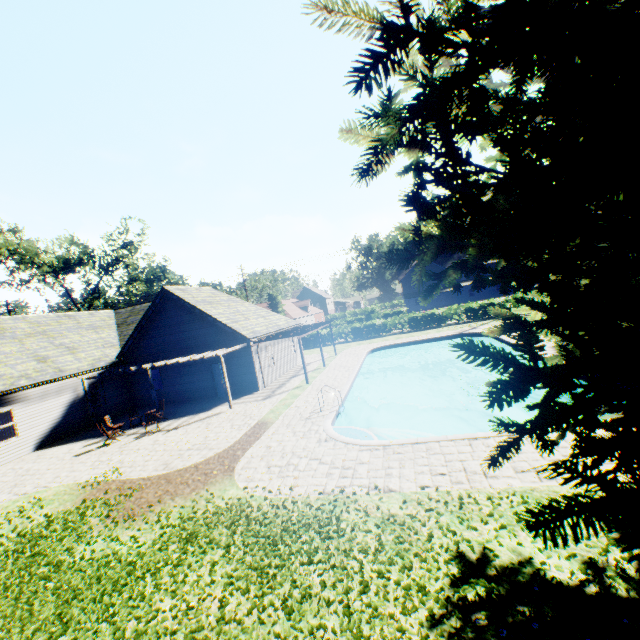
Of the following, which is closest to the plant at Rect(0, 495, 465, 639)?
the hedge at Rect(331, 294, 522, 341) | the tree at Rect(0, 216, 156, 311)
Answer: the tree at Rect(0, 216, 156, 311)

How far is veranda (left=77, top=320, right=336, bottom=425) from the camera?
17.51m

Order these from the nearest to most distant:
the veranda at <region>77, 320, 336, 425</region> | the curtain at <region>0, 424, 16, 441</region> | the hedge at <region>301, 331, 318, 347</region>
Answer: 1. the curtain at <region>0, 424, 16, 441</region>
2. the veranda at <region>77, 320, 336, 425</region>
3. the hedge at <region>301, 331, 318, 347</region>

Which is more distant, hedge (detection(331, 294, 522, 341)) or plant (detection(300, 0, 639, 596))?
hedge (detection(331, 294, 522, 341))

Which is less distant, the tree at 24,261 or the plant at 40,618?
the plant at 40,618

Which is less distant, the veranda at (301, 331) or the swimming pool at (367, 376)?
the swimming pool at (367, 376)

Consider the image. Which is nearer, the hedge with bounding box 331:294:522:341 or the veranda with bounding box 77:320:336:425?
the veranda with bounding box 77:320:336:425

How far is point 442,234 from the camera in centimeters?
292cm
